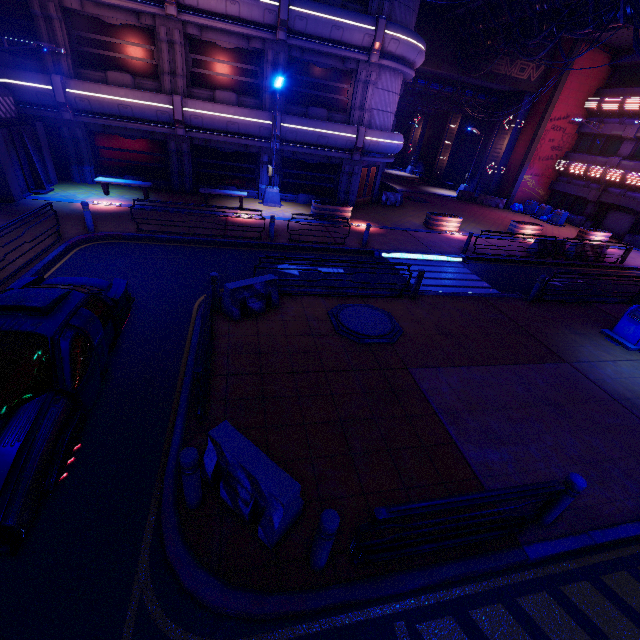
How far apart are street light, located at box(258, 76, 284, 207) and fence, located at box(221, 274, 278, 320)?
Result: 11.1m

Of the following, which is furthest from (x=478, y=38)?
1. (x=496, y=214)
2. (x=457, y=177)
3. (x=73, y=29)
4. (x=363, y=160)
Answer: (x=73, y=29)

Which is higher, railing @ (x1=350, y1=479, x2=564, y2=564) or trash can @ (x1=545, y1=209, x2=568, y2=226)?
railing @ (x1=350, y1=479, x2=564, y2=564)

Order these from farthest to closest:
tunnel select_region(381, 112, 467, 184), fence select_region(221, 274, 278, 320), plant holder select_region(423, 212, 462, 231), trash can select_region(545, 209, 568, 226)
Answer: tunnel select_region(381, 112, 467, 184) < trash can select_region(545, 209, 568, 226) < plant holder select_region(423, 212, 462, 231) < fence select_region(221, 274, 278, 320)

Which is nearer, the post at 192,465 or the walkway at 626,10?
the post at 192,465

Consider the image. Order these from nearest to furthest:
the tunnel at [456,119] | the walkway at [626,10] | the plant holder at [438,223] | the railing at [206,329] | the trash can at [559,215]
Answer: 1. the railing at [206,329]
2. the walkway at [626,10]
3. the plant holder at [438,223]
4. the trash can at [559,215]
5. the tunnel at [456,119]

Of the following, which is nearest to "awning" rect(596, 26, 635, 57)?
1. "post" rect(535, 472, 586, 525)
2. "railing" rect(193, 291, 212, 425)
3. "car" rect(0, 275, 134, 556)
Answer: "post" rect(535, 472, 586, 525)

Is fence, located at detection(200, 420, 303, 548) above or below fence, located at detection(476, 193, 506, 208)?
below
